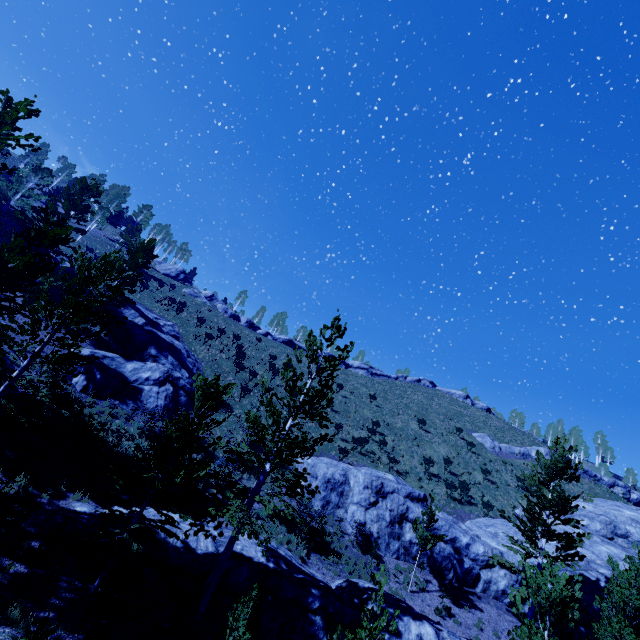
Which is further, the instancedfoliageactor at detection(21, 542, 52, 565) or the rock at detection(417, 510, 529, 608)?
the rock at detection(417, 510, 529, 608)

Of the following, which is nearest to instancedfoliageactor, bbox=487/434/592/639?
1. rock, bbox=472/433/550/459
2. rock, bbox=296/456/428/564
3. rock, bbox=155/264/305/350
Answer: rock, bbox=296/456/428/564

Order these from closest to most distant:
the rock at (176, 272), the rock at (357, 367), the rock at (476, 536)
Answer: the rock at (476, 536)
the rock at (176, 272)
the rock at (357, 367)

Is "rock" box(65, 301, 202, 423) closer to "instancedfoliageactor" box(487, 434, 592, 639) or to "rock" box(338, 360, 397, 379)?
"instancedfoliageactor" box(487, 434, 592, 639)

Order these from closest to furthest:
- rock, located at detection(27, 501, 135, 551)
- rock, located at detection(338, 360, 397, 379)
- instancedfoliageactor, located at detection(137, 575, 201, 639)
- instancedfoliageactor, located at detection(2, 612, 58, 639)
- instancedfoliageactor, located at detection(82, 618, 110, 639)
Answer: instancedfoliageactor, located at detection(2, 612, 58, 639) < instancedfoliageactor, located at detection(82, 618, 110, 639) < instancedfoliageactor, located at detection(137, 575, 201, 639) < rock, located at detection(27, 501, 135, 551) < rock, located at detection(338, 360, 397, 379)

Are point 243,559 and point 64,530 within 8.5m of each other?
yes

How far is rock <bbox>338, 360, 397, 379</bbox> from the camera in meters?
56.4

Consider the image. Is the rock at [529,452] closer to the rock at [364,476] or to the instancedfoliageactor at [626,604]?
the rock at [364,476]
